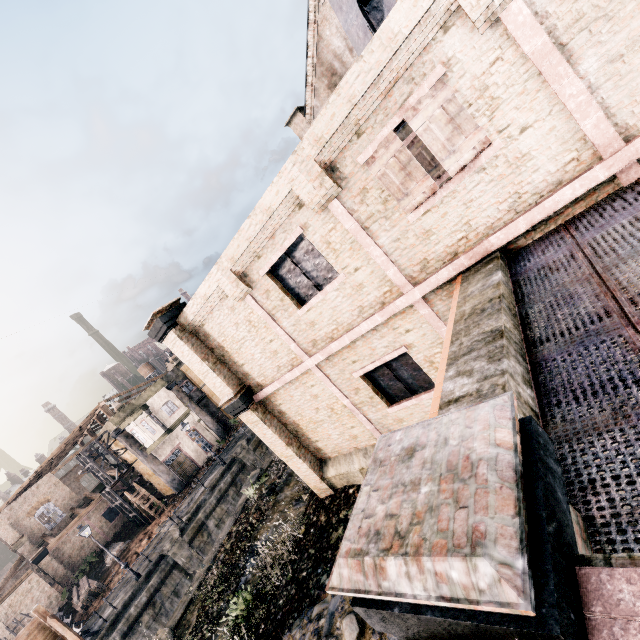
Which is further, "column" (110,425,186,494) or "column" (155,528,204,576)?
"column" (110,425,186,494)

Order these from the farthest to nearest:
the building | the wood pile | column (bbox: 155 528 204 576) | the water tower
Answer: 1. the wood pile
2. column (bbox: 155 528 204 576)
3. the water tower
4. the building

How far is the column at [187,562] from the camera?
23.6 meters

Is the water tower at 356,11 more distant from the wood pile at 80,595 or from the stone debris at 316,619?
the wood pile at 80,595

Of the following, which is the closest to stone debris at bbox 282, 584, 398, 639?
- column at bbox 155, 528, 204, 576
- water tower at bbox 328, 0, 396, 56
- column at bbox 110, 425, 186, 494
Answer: water tower at bbox 328, 0, 396, 56

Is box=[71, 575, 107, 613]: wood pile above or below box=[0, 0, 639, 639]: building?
below

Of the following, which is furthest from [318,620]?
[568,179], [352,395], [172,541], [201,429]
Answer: [201,429]

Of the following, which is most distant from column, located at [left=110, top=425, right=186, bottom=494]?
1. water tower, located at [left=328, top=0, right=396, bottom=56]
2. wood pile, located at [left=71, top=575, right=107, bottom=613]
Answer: water tower, located at [left=328, top=0, right=396, bottom=56]
